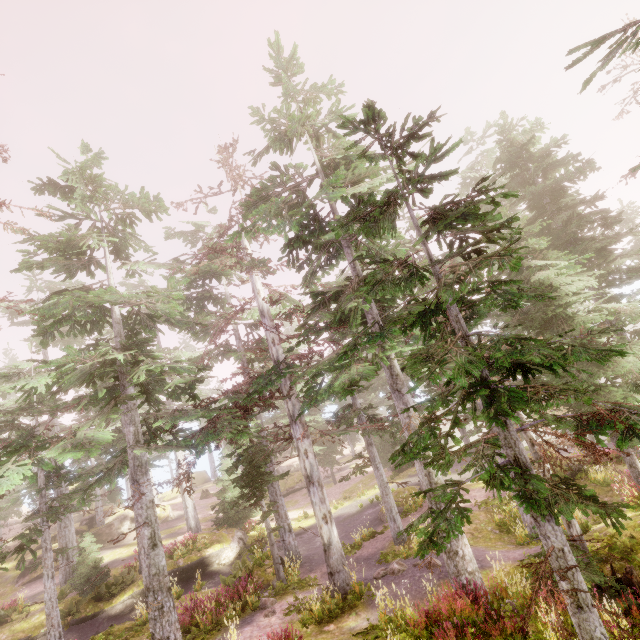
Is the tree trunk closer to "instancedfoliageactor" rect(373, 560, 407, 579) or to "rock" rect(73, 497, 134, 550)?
"instancedfoliageactor" rect(373, 560, 407, 579)

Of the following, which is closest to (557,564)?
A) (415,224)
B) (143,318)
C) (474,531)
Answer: (415,224)

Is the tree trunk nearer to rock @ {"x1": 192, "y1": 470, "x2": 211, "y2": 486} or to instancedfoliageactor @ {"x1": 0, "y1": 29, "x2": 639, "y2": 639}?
instancedfoliageactor @ {"x1": 0, "y1": 29, "x2": 639, "y2": 639}

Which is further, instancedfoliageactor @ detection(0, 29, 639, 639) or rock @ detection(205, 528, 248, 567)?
rock @ detection(205, 528, 248, 567)

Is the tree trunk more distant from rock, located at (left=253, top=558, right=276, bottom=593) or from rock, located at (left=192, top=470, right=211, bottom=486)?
rock, located at (left=192, top=470, right=211, bottom=486)

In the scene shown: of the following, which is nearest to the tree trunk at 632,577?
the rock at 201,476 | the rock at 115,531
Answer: the rock at 115,531

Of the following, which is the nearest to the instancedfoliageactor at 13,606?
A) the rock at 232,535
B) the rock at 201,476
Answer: the rock at 232,535

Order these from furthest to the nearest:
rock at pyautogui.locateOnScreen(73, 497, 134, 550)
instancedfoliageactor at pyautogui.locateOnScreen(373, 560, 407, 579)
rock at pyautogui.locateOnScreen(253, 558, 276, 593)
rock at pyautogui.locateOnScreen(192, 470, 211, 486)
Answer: rock at pyautogui.locateOnScreen(192, 470, 211, 486) < rock at pyautogui.locateOnScreen(73, 497, 134, 550) < rock at pyautogui.locateOnScreen(253, 558, 276, 593) < instancedfoliageactor at pyautogui.locateOnScreen(373, 560, 407, 579)
